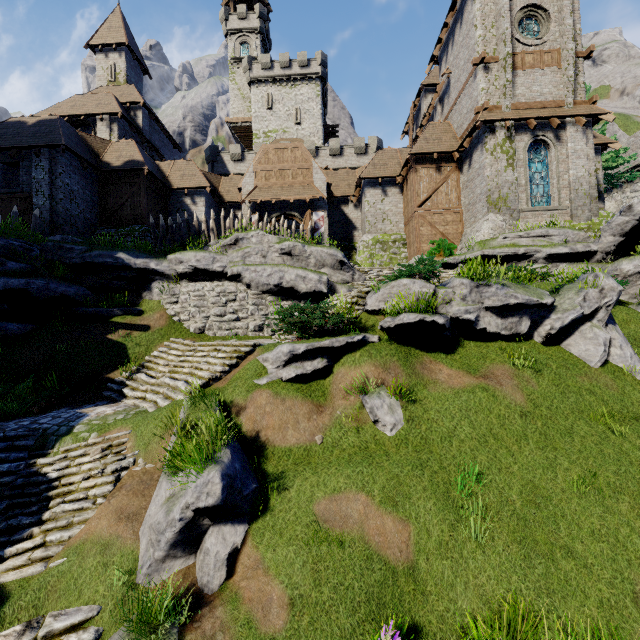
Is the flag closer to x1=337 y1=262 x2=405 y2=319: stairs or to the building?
the building

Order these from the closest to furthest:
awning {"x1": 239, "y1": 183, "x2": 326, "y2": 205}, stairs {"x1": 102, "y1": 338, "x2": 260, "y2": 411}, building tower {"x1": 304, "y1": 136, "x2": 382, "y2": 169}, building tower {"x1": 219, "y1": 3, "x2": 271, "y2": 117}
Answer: stairs {"x1": 102, "y1": 338, "x2": 260, "y2": 411} < awning {"x1": 239, "y1": 183, "x2": 326, "y2": 205} < building tower {"x1": 304, "y1": 136, "x2": 382, "y2": 169} < building tower {"x1": 219, "y1": 3, "x2": 271, "y2": 117}

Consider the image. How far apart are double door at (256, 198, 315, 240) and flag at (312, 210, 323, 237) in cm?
33

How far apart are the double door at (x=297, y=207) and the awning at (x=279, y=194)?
0.5m

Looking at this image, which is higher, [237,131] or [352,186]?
[237,131]

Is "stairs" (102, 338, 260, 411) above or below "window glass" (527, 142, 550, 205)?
below

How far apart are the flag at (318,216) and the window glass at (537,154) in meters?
12.5 m

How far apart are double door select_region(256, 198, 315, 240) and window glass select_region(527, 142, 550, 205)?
13.12m
